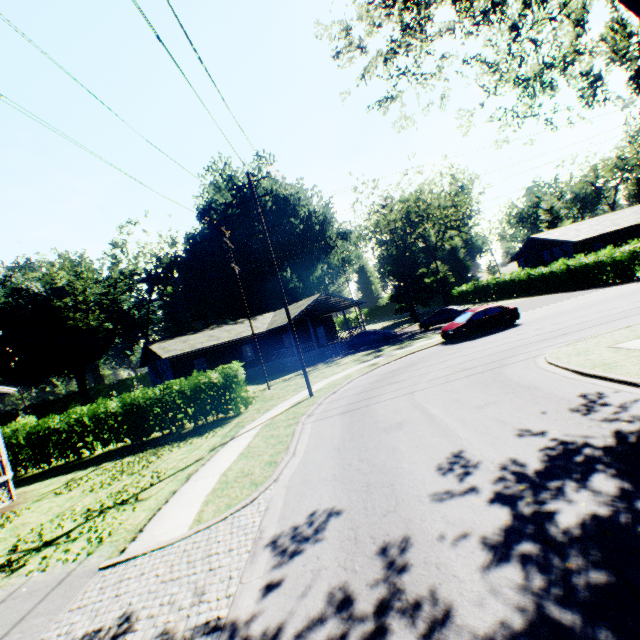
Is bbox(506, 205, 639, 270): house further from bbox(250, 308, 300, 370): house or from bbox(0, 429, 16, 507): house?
bbox(0, 429, 16, 507): house

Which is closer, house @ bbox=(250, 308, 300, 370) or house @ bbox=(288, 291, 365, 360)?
house @ bbox=(250, 308, 300, 370)

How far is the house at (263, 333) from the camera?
31.77m

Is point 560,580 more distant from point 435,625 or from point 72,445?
point 72,445

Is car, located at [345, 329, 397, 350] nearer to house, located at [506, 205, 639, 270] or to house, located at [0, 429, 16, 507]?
house, located at [506, 205, 639, 270]

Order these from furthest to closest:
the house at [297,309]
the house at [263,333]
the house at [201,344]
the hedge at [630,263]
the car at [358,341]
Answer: the house at [297,309]
the house at [263,333]
the car at [358,341]
the house at [201,344]
the hedge at [630,263]

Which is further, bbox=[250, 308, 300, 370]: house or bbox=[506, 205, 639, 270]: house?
bbox=[506, 205, 639, 270]: house

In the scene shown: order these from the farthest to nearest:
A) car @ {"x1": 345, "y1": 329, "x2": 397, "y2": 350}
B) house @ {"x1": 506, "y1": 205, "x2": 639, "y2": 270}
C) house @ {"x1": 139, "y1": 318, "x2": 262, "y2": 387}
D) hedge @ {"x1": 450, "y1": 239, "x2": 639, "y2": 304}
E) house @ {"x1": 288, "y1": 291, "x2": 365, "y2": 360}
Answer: house @ {"x1": 506, "y1": 205, "x2": 639, "y2": 270} → house @ {"x1": 288, "y1": 291, "x2": 365, "y2": 360} → car @ {"x1": 345, "y1": 329, "x2": 397, "y2": 350} → house @ {"x1": 139, "y1": 318, "x2": 262, "y2": 387} → hedge @ {"x1": 450, "y1": 239, "x2": 639, "y2": 304}
